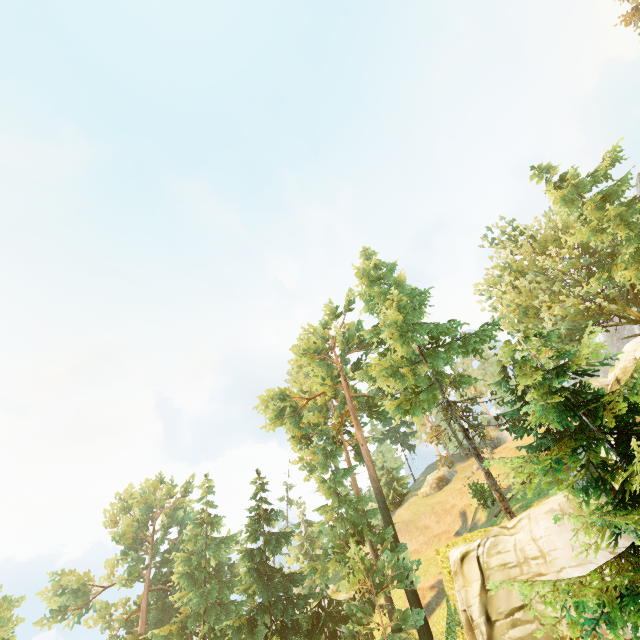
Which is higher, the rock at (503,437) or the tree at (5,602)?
→ the rock at (503,437)

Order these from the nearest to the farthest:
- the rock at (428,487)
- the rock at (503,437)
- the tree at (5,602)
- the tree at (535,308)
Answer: the tree at (535,308) < the tree at (5,602) < the rock at (428,487) < the rock at (503,437)

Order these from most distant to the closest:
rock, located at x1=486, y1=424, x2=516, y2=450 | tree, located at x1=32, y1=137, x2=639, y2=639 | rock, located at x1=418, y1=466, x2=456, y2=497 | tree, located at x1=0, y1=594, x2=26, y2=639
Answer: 1. rock, located at x1=486, y1=424, x2=516, y2=450
2. rock, located at x1=418, y1=466, x2=456, y2=497
3. tree, located at x1=0, y1=594, x2=26, y2=639
4. tree, located at x1=32, y1=137, x2=639, y2=639

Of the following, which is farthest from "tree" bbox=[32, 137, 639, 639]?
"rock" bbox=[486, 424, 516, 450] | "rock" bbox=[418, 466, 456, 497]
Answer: "rock" bbox=[418, 466, 456, 497]

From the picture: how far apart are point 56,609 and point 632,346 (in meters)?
68.51

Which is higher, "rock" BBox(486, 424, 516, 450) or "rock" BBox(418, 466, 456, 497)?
"rock" BBox(486, 424, 516, 450)
